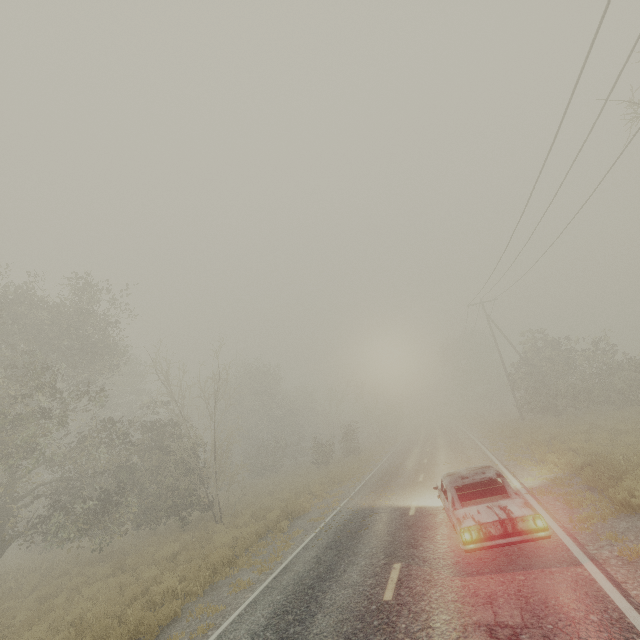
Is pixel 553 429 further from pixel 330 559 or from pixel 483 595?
pixel 483 595

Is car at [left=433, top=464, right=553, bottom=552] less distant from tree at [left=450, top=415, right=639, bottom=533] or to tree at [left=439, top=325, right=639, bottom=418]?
tree at [left=450, top=415, right=639, bottom=533]

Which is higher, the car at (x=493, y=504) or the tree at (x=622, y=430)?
the car at (x=493, y=504)

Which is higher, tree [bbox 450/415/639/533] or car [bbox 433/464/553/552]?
car [bbox 433/464/553/552]

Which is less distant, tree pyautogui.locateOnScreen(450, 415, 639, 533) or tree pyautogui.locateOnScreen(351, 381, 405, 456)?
tree pyautogui.locateOnScreen(450, 415, 639, 533)

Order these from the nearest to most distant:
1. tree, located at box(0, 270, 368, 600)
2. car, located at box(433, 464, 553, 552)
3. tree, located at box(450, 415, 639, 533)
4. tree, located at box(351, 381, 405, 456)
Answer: car, located at box(433, 464, 553, 552) < tree, located at box(450, 415, 639, 533) < tree, located at box(0, 270, 368, 600) < tree, located at box(351, 381, 405, 456)

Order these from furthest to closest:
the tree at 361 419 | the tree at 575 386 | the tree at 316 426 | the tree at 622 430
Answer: the tree at 361 419 < the tree at 575 386 < the tree at 316 426 < the tree at 622 430
